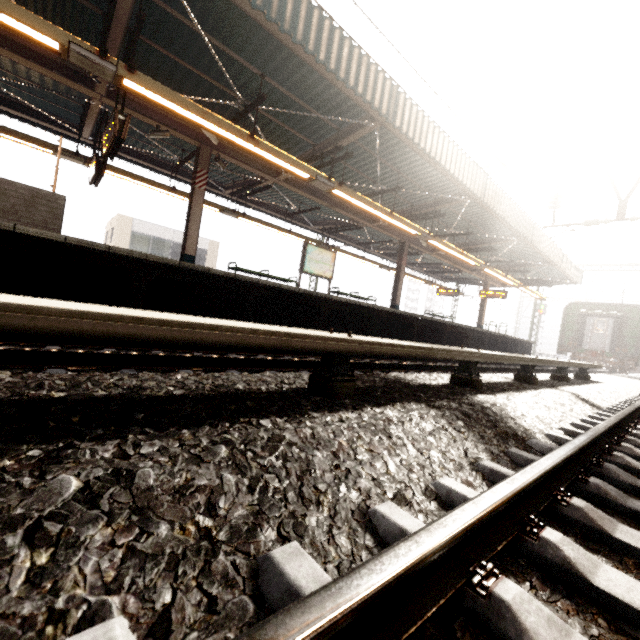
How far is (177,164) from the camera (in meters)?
10.76

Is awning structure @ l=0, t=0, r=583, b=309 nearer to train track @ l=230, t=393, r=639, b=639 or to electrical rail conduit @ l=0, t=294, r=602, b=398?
electrical rail conduit @ l=0, t=294, r=602, b=398

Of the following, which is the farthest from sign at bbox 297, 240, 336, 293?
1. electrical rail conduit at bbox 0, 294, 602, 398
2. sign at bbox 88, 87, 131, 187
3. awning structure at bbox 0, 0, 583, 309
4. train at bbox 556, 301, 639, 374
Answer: train at bbox 556, 301, 639, 374

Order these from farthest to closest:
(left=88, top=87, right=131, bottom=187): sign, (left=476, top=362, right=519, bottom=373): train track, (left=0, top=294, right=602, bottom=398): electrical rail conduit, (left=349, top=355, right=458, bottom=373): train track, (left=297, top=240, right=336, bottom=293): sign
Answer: (left=297, top=240, right=336, bottom=293): sign, (left=476, top=362, right=519, bottom=373): train track, (left=88, top=87, right=131, bottom=187): sign, (left=349, top=355, right=458, bottom=373): train track, (left=0, top=294, right=602, bottom=398): electrical rail conduit

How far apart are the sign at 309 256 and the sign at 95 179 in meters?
6.0 m

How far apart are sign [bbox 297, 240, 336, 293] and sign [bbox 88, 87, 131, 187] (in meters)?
6.02

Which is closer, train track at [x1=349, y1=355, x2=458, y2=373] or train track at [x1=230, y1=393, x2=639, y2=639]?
train track at [x1=230, y1=393, x2=639, y2=639]

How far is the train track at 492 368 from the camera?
8.1 meters
